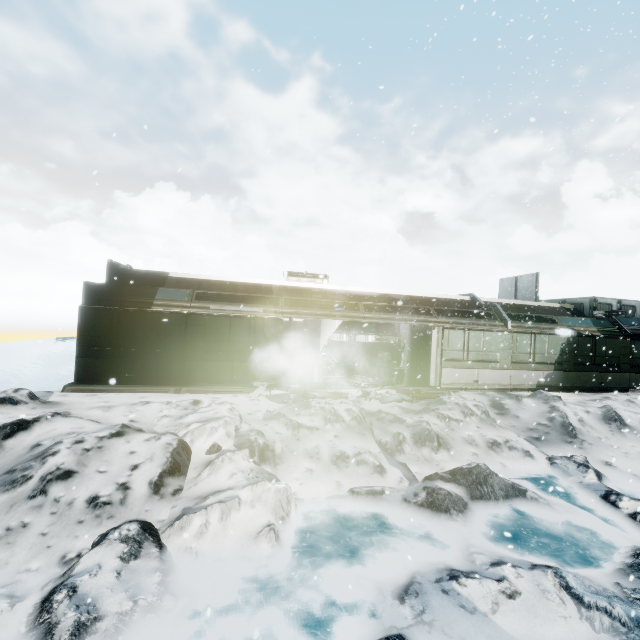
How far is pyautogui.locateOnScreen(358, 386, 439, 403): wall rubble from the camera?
11.77m

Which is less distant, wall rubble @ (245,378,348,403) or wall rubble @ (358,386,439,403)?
wall rubble @ (245,378,348,403)

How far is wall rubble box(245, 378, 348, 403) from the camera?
11.27m

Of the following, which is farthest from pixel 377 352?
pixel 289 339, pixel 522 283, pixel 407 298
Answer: pixel 522 283

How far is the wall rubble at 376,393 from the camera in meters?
11.8 m

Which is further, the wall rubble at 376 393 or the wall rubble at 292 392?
the wall rubble at 376 393
